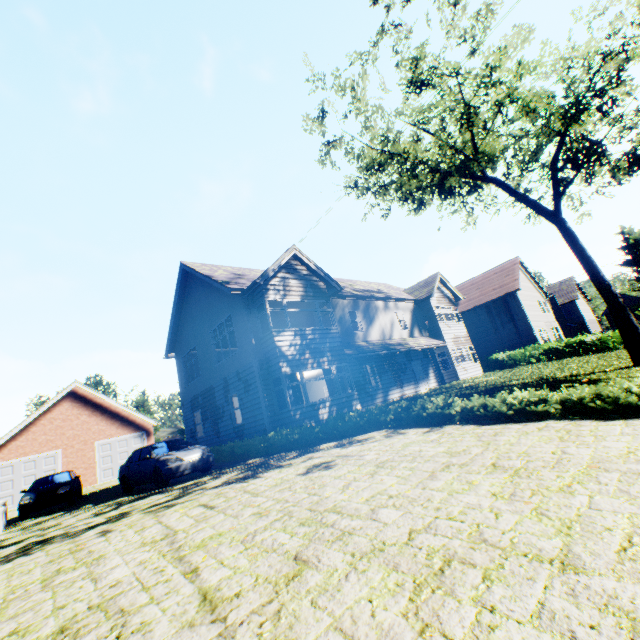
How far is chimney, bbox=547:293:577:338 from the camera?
50.50m

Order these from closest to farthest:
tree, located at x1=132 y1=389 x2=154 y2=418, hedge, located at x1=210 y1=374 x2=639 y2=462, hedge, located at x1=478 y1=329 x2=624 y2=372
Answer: hedge, located at x1=210 y1=374 x2=639 y2=462 → hedge, located at x1=478 y1=329 x2=624 y2=372 → tree, located at x1=132 y1=389 x2=154 y2=418

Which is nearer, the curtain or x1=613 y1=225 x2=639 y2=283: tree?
the curtain

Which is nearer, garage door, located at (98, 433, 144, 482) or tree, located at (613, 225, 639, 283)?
garage door, located at (98, 433, 144, 482)

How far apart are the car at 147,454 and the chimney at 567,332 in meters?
57.8

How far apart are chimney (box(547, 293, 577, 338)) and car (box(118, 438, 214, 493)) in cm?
5783

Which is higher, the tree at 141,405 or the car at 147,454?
the tree at 141,405

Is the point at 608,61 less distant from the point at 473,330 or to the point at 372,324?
the point at 372,324
